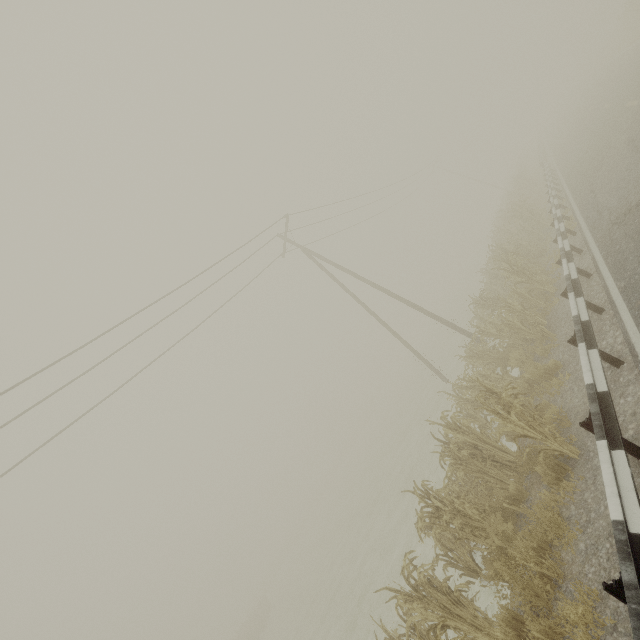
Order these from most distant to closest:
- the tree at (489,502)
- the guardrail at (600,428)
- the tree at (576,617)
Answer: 1. the tree at (489,502)
2. the tree at (576,617)
3. the guardrail at (600,428)

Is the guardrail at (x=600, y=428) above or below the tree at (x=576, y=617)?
above

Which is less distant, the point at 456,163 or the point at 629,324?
the point at 629,324

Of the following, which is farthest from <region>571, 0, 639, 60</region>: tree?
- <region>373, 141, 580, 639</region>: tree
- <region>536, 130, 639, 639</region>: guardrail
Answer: <region>373, 141, 580, 639</region>: tree

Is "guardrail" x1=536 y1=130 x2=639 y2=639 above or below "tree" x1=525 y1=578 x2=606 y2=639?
above

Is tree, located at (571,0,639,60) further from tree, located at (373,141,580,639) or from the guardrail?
tree, located at (373,141,580,639)
